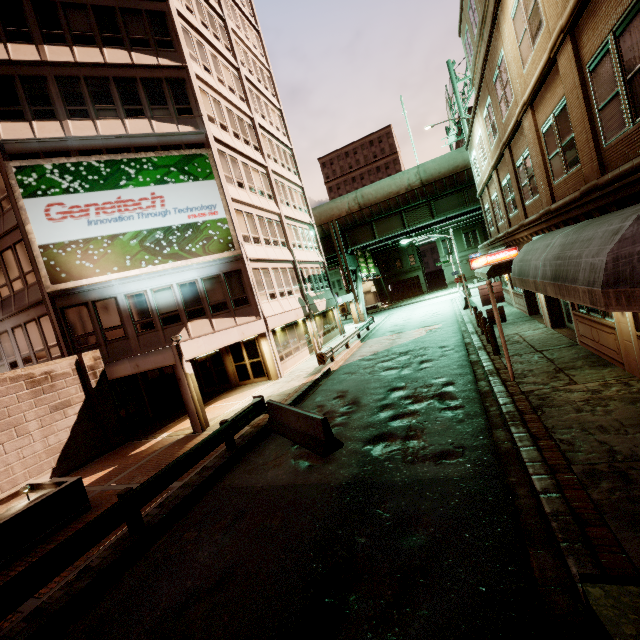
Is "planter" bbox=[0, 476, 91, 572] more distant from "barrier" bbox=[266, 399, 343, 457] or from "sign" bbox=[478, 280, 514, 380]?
"sign" bbox=[478, 280, 514, 380]

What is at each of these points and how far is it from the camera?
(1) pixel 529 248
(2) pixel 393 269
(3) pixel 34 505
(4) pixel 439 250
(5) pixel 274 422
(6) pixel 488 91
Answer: (1) awning, 10.1 meters
(2) building, 58.1 meters
(3) planter, 7.9 meters
(4) building, 54.0 meters
(5) barrier, 11.4 meters
(6) building, 14.2 meters

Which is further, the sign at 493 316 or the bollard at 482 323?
the bollard at 482 323

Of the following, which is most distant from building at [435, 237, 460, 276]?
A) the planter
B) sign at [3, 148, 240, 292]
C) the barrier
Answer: the planter

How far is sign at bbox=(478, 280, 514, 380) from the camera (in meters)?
9.50

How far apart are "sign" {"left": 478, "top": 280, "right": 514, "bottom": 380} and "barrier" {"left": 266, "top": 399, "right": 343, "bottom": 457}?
5.4m

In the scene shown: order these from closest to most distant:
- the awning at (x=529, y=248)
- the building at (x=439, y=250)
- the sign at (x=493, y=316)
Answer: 1. the awning at (x=529, y=248)
2. the sign at (x=493, y=316)
3. the building at (x=439, y=250)

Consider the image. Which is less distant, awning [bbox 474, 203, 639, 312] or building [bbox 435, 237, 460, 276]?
awning [bbox 474, 203, 639, 312]
